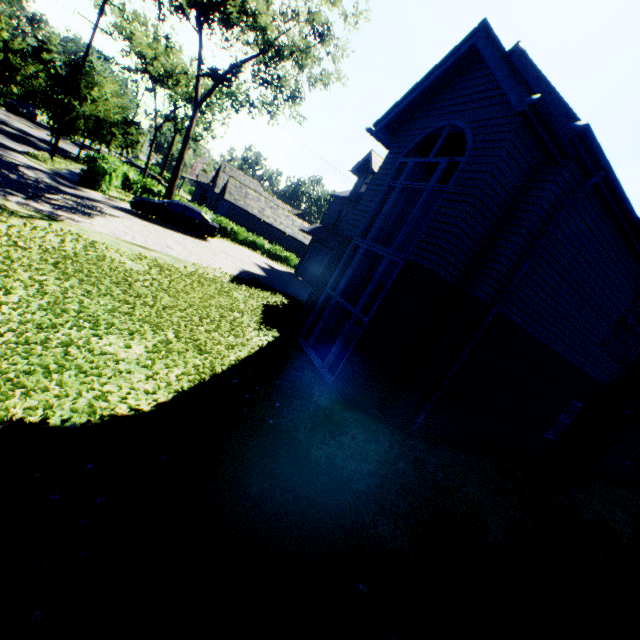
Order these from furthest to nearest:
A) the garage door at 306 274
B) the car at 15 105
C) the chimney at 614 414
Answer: the car at 15 105 < the garage door at 306 274 < the chimney at 614 414

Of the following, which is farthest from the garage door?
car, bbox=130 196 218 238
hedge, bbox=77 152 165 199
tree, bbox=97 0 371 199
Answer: hedge, bbox=77 152 165 199

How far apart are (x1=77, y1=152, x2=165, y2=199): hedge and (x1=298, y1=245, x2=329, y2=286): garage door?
13.6m

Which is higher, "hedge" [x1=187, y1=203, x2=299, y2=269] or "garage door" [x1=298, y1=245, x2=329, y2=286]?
"garage door" [x1=298, y1=245, x2=329, y2=286]

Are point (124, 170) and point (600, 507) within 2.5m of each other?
no

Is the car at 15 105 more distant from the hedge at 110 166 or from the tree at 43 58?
the hedge at 110 166

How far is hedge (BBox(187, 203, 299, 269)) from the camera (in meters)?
31.19

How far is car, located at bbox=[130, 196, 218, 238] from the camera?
18.2 meters
